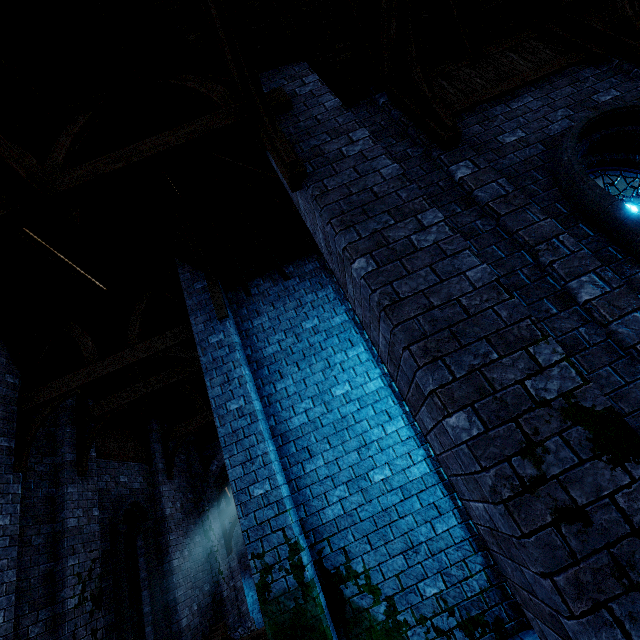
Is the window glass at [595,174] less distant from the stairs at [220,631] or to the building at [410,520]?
the building at [410,520]

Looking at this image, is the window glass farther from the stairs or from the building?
the stairs

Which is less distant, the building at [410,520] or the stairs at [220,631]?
the building at [410,520]

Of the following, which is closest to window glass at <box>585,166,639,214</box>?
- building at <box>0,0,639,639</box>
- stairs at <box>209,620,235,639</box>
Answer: building at <box>0,0,639,639</box>

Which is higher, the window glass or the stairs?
the window glass

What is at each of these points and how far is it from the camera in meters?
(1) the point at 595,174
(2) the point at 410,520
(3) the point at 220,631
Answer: (1) window glass, 4.1
(2) building, 4.9
(3) stairs, 9.1

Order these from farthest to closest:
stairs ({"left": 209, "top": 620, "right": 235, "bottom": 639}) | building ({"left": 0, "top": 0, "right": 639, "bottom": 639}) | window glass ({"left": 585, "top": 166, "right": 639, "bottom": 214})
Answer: stairs ({"left": 209, "top": 620, "right": 235, "bottom": 639}) < window glass ({"left": 585, "top": 166, "right": 639, "bottom": 214}) < building ({"left": 0, "top": 0, "right": 639, "bottom": 639})
